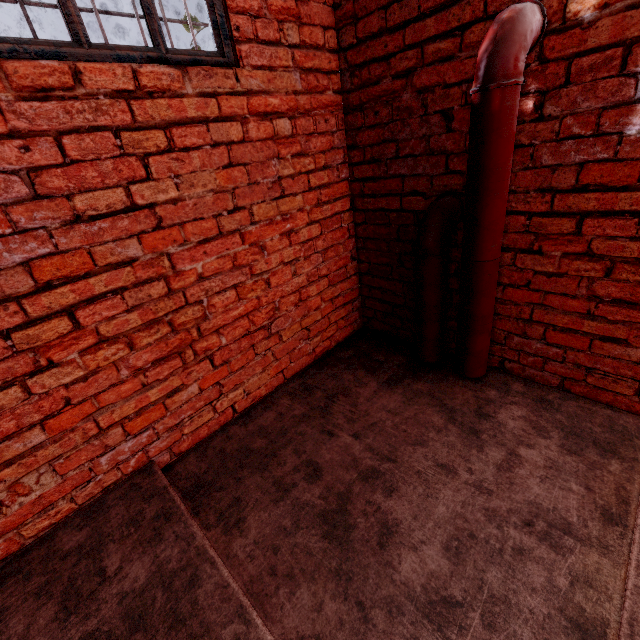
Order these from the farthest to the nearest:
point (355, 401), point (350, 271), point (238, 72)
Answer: point (350, 271) < point (355, 401) < point (238, 72)

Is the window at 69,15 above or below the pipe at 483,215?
above

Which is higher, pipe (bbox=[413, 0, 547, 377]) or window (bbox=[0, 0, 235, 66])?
window (bbox=[0, 0, 235, 66])
